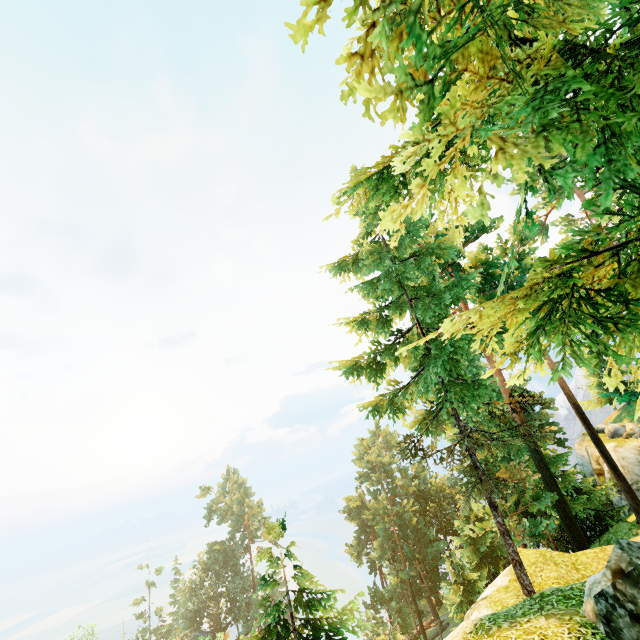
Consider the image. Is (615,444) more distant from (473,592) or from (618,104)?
(618,104)

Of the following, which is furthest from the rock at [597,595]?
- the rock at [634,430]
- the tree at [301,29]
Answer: the rock at [634,430]

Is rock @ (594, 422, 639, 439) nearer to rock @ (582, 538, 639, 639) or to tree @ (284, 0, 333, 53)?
tree @ (284, 0, 333, 53)

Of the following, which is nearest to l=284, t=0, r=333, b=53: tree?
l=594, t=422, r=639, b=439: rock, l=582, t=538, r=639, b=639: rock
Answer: l=582, t=538, r=639, b=639: rock

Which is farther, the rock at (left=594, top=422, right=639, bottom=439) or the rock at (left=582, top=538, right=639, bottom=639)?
the rock at (left=594, top=422, right=639, bottom=439)

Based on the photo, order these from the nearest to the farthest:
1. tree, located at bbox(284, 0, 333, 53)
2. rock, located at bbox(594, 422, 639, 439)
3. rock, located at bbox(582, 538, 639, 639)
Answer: tree, located at bbox(284, 0, 333, 53), rock, located at bbox(582, 538, 639, 639), rock, located at bbox(594, 422, 639, 439)
